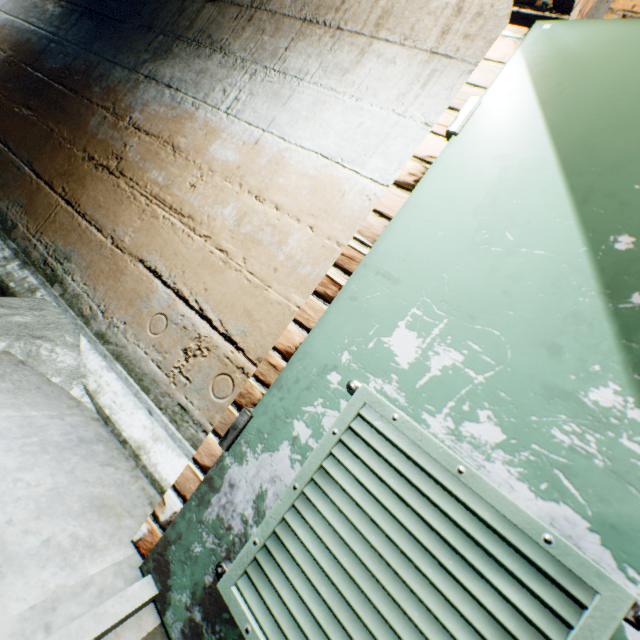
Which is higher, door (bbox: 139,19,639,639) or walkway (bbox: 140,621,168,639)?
door (bbox: 139,19,639,639)

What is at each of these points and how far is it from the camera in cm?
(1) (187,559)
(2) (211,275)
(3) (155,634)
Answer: (1) door, 91
(2) building tunnel, 159
(3) walkway, 86

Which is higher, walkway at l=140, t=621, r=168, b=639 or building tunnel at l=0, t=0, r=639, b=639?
building tunnel at l=0, t=0, r=639, b=639

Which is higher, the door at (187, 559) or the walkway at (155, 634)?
the door at (187, 559)

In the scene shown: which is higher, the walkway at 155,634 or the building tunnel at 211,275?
the building tunnel at 211,275
